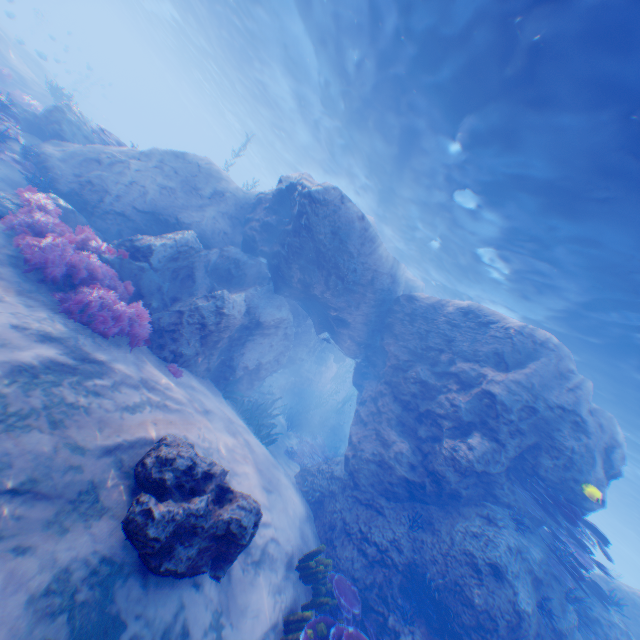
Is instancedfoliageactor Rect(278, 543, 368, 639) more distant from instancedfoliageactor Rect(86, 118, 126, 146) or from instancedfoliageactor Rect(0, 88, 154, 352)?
instancedfoliageactor Rect(86, 118, 126, 146)

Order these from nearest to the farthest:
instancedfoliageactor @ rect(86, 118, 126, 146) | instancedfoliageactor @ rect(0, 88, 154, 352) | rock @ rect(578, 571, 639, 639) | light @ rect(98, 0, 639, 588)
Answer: instancedfoliageactor @ rect(0, 88, 154, 352), light @ rect(98, 0, 639, 588), rock @ rect(578, 571, 639, 639), instancedfoliageactor @ rect(86, 118, 126, 146)

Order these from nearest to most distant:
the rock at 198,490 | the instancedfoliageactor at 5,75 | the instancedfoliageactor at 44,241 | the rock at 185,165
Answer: the rock at 198,490
the instancedfoliageactor at 44,241
the rock at 185,165
the instancedfoliageactor at 5,75

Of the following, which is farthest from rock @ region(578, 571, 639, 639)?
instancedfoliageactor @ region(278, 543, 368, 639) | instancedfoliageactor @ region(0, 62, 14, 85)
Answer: instancedfoliageactor @ region(0, 62, 14, 85)

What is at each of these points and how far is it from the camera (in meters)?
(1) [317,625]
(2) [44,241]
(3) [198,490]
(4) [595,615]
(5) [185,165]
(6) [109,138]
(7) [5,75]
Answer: (1) instancedfoliageactor, 5.40
(2) instancedfoliageactor, 6.36
(3) rock, 4.49
(4) rock, 8.74
(5) rock, 11.46
(6) instancedfoliageactor, 12.20
(7) instancedfoliageactor, 14.61

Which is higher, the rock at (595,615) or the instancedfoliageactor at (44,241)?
the rock at (595,615)

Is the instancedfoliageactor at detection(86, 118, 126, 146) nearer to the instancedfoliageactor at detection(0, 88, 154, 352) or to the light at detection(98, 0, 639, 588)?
the instancedfoliageactor at detection(0, 88, 154, 352)

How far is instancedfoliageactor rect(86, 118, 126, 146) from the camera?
11.9m
